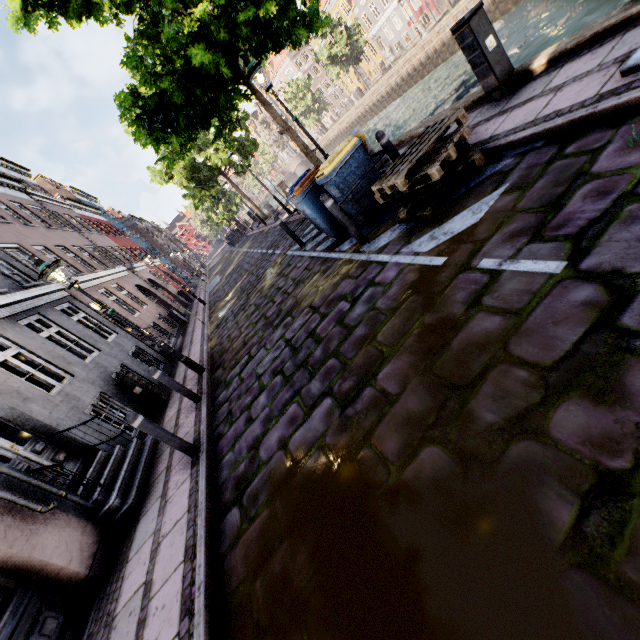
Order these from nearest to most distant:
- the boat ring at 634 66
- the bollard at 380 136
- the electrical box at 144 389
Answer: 1. the boat ring at 634 66
2. the bollard at 380 136
3. the electrical box at 144 389

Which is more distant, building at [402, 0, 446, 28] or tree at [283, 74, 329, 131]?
tree at [283, 74, 329, 131]

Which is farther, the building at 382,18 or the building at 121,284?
the building at 382,18

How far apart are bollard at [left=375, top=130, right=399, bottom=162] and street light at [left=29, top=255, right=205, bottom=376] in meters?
5.9 m

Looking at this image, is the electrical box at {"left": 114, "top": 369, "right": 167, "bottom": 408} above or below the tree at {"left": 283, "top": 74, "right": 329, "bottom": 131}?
below

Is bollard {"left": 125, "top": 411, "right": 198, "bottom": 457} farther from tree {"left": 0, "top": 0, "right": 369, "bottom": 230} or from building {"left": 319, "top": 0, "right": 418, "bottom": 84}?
building {"left": 319, "top": 0, "right": 418, "bottom": 84}

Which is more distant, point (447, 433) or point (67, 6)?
point (67, 6)

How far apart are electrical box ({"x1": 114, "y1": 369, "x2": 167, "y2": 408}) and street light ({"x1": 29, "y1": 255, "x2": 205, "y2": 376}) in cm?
175
